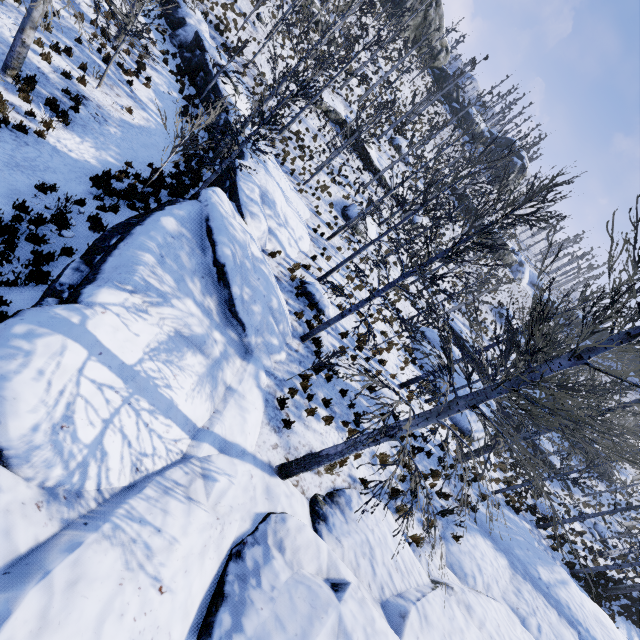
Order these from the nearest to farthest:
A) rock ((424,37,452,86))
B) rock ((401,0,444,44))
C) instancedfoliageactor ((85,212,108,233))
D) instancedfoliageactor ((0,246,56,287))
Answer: instancedfoliageactor ((0,246,56,287)) < instancedfoliageactor ((85,212,108,233)) < rock ((401,0,444,44)) < rock ((424,37,452,86))

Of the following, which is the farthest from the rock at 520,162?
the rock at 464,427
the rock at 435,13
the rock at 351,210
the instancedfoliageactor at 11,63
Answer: the instancedfoliageactor at 11,63

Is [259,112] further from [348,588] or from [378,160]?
[378,160]

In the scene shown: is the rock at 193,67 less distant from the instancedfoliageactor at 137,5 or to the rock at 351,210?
the instancedfoliageactor at 137,5

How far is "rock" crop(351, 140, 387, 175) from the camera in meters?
28.9

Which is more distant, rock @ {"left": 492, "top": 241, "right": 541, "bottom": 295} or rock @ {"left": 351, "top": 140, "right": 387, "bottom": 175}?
rock @ {"left": 492, "top": 241, "right": 541, "bottom": 295}

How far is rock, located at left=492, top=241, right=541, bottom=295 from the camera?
45.6 meters

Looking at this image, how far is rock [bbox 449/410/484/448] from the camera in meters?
18.8
